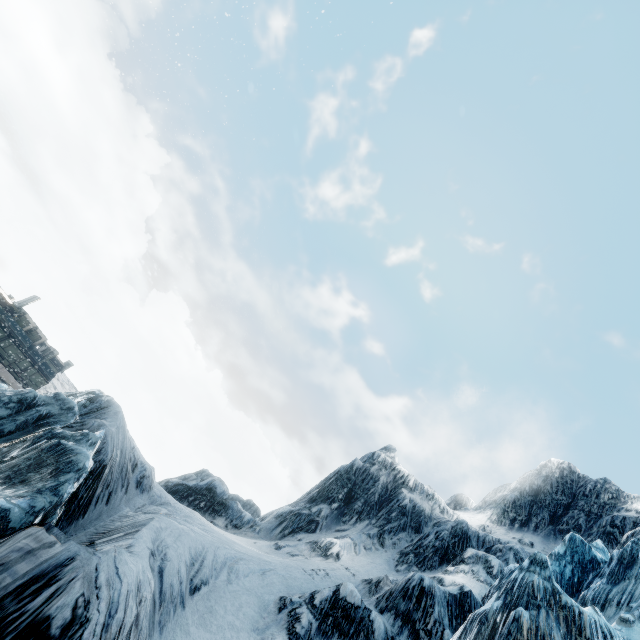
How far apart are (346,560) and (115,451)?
12.5m
